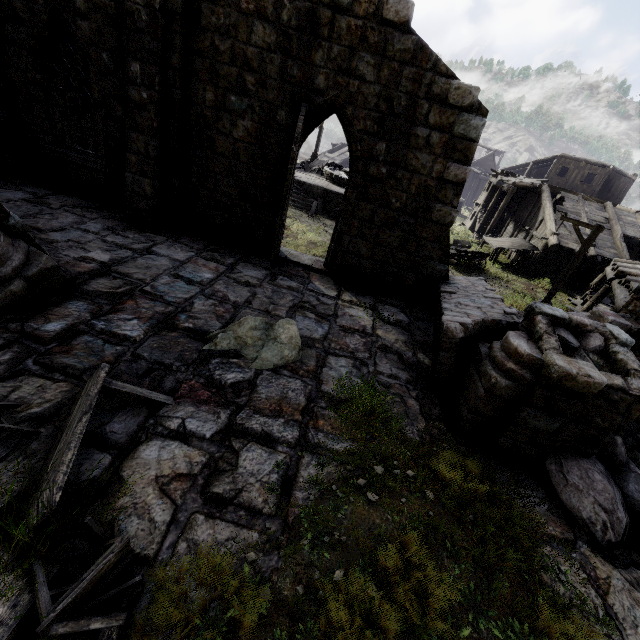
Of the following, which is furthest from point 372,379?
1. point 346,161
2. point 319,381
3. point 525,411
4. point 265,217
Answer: point 346,161

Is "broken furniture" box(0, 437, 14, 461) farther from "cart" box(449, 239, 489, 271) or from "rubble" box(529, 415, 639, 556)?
"cart" box(449, 239, 489, 271)

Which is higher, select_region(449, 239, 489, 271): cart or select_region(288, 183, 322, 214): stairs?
select_region(449, 239, 489, 271): cart

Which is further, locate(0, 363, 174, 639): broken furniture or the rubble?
the rubble

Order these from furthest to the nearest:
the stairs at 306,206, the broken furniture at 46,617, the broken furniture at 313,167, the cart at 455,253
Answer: the broken furniture at 313,167 → the stairs at 306,206 → the cart at 455,253 → the broken furniture at 46,617

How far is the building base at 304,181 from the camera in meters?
22.5

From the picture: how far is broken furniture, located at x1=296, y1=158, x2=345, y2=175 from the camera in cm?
2681

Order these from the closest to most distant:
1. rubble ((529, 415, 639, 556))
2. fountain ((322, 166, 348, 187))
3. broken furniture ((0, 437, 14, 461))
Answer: broken furniture ((0, 437, 14, 461)) → rubble ((529, 415, 639, 556)) → fountain ((322, 166, 348, 187))
